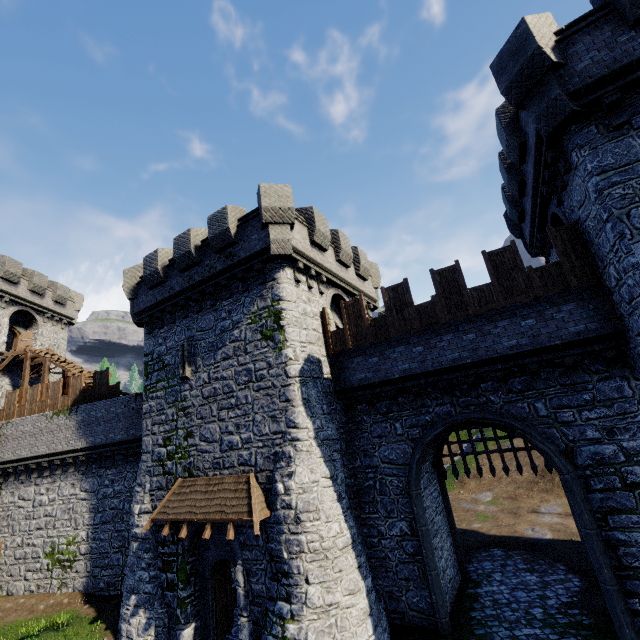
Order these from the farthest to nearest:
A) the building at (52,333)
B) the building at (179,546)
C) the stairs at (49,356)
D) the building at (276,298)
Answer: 1. the building at (52,333)
2. the stairs at (49,356)
3. the building at (179,546)
4. the building at (276,298)

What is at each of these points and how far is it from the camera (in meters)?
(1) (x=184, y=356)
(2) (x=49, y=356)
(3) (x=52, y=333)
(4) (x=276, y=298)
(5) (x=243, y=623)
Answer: (1) window slit, 15.15
(2) stairs, 24.30
(3) building, 30.05
(4) building, 13.06
(5) building, 10.82

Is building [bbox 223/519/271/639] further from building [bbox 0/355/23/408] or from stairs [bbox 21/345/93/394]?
building [bbox 0/355/23/408]

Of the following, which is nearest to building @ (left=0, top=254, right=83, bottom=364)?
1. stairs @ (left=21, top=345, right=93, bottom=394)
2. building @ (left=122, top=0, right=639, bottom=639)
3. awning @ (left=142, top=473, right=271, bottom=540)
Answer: stairs @ (left=21, top=345, right=93, bottom=394)

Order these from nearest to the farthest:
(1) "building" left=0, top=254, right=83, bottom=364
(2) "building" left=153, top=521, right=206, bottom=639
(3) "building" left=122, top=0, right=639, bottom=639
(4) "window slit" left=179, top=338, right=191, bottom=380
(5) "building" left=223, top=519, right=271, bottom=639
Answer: (3) "building" left=122, top=0, right=639, bottom=639 → (5) "building" left=223, top=519, right=271, bottom=639 → (2) "building" left=153, top=521, right=206, bottom=639 → (4) "window slit" left=179, top=338, right=191, bottom=380 → (1) "building" left=0, top=254, right=83, bottom=364

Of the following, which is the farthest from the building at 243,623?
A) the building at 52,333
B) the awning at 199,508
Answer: the building at 52,333
